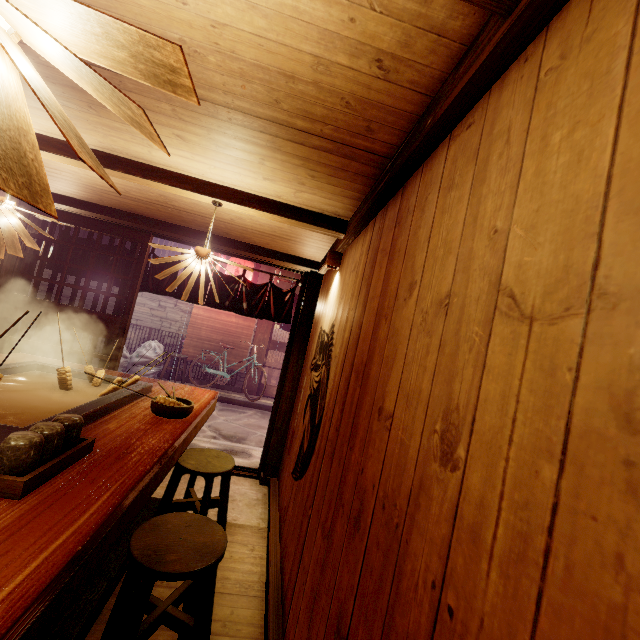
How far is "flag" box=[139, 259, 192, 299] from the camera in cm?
803

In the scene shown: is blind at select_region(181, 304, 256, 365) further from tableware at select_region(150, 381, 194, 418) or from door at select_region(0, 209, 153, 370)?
tableware at select_region(150, 381, 194, 418)

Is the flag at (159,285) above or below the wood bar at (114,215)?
below

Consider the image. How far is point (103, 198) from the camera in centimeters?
651cm

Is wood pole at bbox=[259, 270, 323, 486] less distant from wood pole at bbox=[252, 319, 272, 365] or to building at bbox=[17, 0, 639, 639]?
building at bbox=[17, 0, 639, 639]

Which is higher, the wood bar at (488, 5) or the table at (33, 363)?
the wood bar at (488, 5)

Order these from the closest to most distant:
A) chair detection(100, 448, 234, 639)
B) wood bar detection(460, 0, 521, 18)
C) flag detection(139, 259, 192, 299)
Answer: wood bar detection(460, 0, 521, 18)
chair detection(100, 448, 234, 639)
flag detection(139, 259, 192, 299)

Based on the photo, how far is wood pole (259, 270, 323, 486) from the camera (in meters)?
7.41
